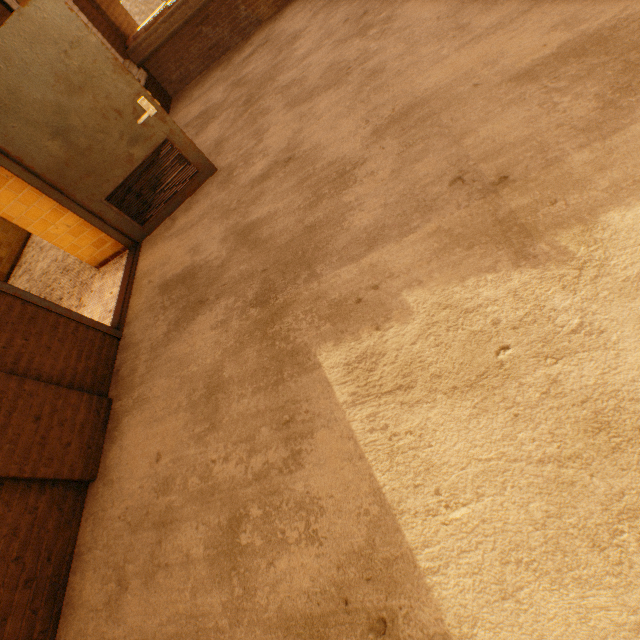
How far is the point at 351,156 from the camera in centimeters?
316cm
